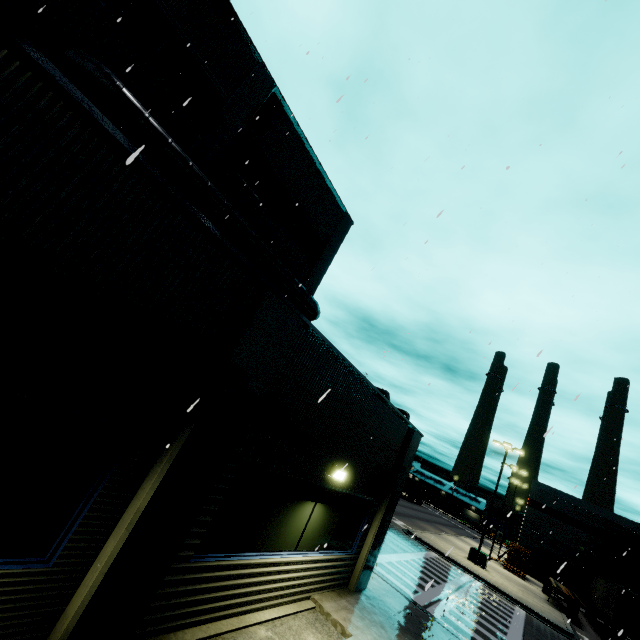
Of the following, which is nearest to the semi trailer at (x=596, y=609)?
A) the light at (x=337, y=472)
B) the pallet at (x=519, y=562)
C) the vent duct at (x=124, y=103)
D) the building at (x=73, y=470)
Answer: the building at (x=73, y=470)

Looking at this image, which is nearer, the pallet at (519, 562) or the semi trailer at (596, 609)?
the semi trailer at (596, 609)

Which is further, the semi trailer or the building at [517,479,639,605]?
the building at [517,479,639,605]

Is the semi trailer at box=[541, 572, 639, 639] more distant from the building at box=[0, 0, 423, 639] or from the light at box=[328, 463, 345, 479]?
the light at box=[328, 463, 345, 479]

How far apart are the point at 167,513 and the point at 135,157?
4.2m

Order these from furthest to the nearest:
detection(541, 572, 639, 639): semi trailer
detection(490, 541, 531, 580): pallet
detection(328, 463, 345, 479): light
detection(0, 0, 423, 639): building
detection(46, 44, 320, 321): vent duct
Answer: detection(490, 541, 531, 580): pallet < detection(541, 572, 639, 639): semi trailer < detection(46, 44, 320, 321): vent duct < detection(328, 463, 345, 479): light < detection(0, 0, 423, 639): building

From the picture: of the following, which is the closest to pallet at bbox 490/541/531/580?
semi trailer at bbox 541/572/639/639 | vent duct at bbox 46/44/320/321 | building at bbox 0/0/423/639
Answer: building at bbox 0/0/423/639

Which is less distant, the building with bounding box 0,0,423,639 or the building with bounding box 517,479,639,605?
the building with bounding box 0,0,423,639
